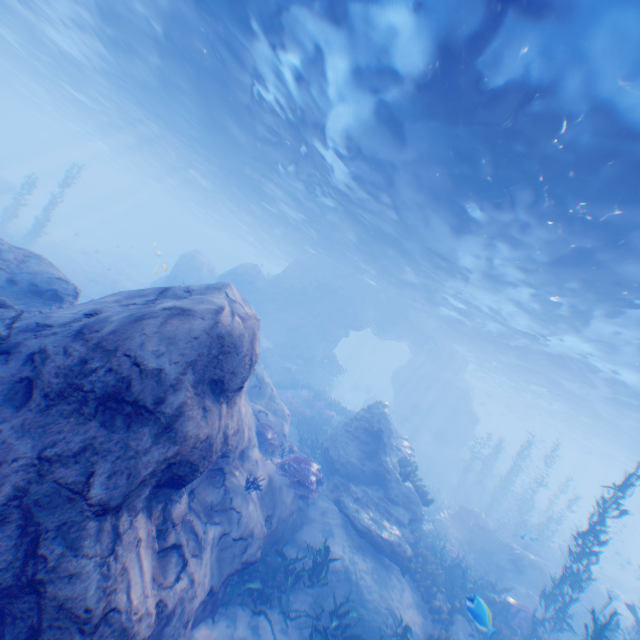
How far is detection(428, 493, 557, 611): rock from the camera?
15.2 meters

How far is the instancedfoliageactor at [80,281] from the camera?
26.91m

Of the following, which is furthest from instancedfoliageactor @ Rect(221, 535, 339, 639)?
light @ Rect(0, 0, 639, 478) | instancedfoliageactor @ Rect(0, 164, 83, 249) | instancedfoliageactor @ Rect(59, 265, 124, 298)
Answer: instancedfoliageactor @ Rect(0, 164, 83, 249)

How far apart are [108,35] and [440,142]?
16.67m

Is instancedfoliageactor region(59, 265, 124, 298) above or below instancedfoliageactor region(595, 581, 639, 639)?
below

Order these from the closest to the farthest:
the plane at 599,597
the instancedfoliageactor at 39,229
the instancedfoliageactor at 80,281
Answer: the plane at 599,597, the instancedfoliageactor at 39,229, the instancedfoliageactor at 80,281

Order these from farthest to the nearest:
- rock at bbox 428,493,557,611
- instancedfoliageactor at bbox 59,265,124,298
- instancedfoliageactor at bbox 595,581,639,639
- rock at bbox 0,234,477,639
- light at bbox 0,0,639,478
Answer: instancedfoliageactor at bbox 59,265,124,298 → rock at bbox 428,493,557,611 → instancedfoliageactor at bbox 595,581,639,639 → light at bbox 0,0,639,478 → rock at bbox 0,234,477,639

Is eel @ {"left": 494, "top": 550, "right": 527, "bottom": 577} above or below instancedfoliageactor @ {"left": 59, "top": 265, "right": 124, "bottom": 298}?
above
